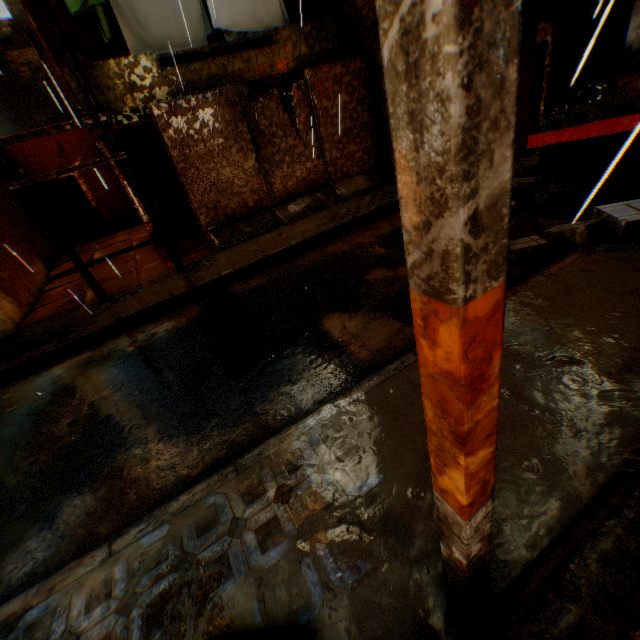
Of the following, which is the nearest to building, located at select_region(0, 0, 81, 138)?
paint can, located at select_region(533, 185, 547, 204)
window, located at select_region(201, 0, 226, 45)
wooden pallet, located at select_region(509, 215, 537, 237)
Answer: window, located at select_region(201, 0, 226, 45)

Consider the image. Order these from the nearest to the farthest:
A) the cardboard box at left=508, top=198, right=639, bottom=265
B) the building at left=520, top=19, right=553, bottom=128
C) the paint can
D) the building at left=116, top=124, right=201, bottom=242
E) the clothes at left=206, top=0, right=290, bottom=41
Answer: the cardboard box at left=508, top=198, right=639, bottom=265 < the paint can < the clothes at left=206, top=0, right=290, bottom=41 < the building at left=116, top=124, right=201, bottom=242 < the building at left=520, top=19, right=553, bottom=128

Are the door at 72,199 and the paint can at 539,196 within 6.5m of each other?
no

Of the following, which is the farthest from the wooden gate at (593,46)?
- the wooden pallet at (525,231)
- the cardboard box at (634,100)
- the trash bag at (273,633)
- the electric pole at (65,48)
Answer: the electric pole at (65,48)

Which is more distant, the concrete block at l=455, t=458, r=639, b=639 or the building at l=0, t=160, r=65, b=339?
the building at l=0, t=160, r=65, b=339

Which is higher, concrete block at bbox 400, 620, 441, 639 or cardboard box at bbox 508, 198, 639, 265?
concrete block at bbox 400, 620, 441, 639

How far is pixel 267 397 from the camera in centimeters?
392cm

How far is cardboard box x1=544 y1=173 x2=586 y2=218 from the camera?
5.71m
